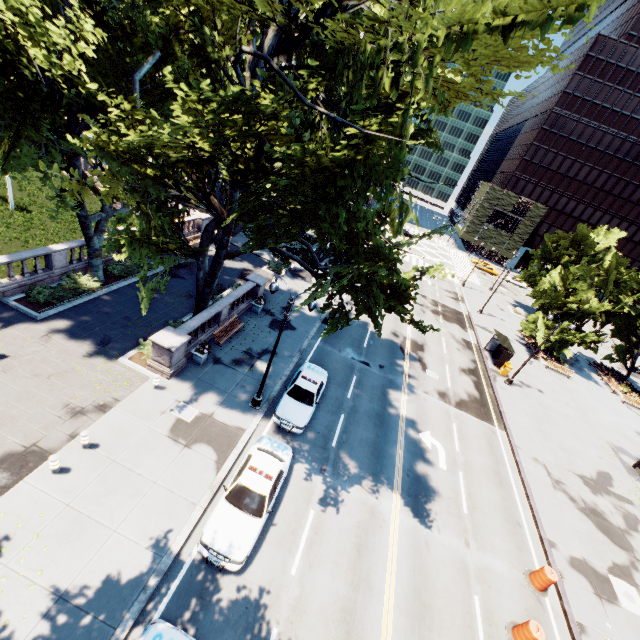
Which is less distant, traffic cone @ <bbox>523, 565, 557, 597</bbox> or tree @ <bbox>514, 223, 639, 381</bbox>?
traffic cone @ <bbox>523, 565, 557, 597</bbox>

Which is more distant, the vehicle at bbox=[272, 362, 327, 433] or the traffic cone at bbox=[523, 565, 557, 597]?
the vehicle at bbox=[272, 362, 327, 433]

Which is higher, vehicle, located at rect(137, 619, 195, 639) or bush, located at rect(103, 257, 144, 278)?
vehicle, located at rect(137, 619, 195, 639)

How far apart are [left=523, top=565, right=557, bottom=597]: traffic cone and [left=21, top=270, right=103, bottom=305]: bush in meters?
27.6 m

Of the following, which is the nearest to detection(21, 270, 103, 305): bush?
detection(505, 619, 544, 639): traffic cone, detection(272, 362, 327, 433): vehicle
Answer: detection(272, 362, 327, 433): vehicle

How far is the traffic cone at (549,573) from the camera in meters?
14.0 m

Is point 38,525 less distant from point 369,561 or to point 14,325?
point 14,325

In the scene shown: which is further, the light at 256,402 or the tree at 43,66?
the light at 256,402
